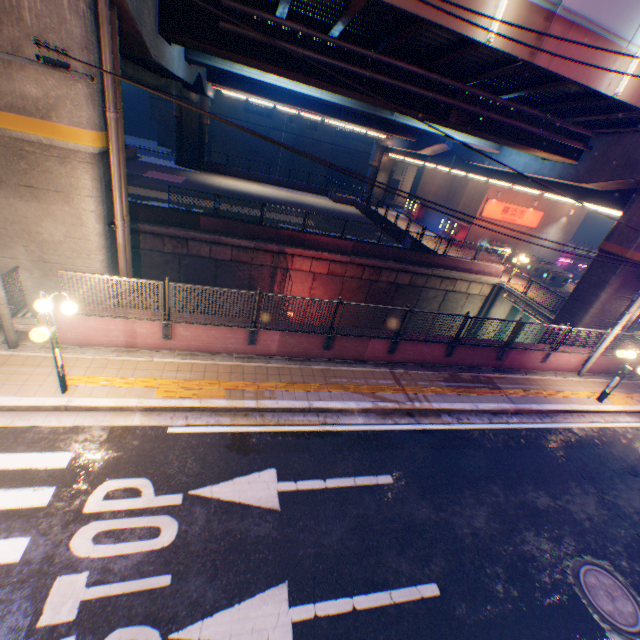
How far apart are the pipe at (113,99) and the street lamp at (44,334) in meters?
3.2

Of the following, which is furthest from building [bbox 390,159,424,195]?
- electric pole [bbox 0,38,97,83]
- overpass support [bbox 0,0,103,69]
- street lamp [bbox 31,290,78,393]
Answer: street lamp [bbox 31,290,78,393]

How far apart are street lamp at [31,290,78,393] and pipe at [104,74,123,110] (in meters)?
3.16

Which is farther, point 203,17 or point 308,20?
point 308,20

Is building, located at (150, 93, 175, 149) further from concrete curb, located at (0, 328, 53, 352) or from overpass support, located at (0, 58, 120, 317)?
concrete curb, located at (0, 328, 53, 352)

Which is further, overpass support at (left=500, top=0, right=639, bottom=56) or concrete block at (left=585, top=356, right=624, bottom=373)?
concrete block at (left=585, top=356, right=624, bottom=373)

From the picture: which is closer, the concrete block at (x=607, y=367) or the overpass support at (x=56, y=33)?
the overpass support at (x=56, y=33)

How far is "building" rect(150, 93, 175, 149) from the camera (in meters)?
39.94
